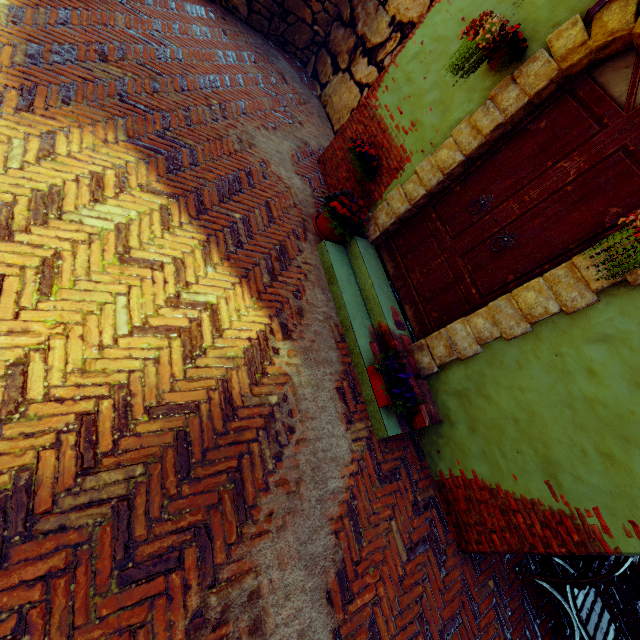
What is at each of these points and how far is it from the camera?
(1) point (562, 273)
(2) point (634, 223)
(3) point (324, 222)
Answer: (1) stone doorway, 2.5 meters
(2) flower pot, 1.9 meters
(3) flower pot, 4.1 meters

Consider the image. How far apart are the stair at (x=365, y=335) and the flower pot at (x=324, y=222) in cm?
3

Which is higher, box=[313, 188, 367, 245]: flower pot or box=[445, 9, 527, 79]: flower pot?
box=[445, 9, 527, 79]: flower pot

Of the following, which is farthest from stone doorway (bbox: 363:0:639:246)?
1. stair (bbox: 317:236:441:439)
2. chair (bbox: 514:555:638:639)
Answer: chair (bbox: 514:555:638:639)

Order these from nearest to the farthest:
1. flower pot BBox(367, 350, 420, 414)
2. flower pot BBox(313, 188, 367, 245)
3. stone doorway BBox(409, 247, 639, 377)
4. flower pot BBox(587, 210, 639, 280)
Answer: flower pot BBox(587, 210, 639, 280)
stone doorway BBox(409, 247, 639, 377)
flower pot BBox(367, 350, 420, 414)
flower pot BBox(313, 188, 367, 245)

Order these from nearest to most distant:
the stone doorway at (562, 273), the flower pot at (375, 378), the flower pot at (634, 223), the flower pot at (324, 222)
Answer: the flower pot at (634, 223) < the stone doorway at (562, 273) < the flower pot at (375, 378) < the flower pot at (324, 222)

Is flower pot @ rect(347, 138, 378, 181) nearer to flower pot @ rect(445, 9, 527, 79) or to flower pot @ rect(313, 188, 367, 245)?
flower pot @ rect(313, 188, 367, 245)

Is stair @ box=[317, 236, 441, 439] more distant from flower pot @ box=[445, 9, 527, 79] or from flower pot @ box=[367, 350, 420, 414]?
flower pot @ box=[445, 9, 527, 79]
